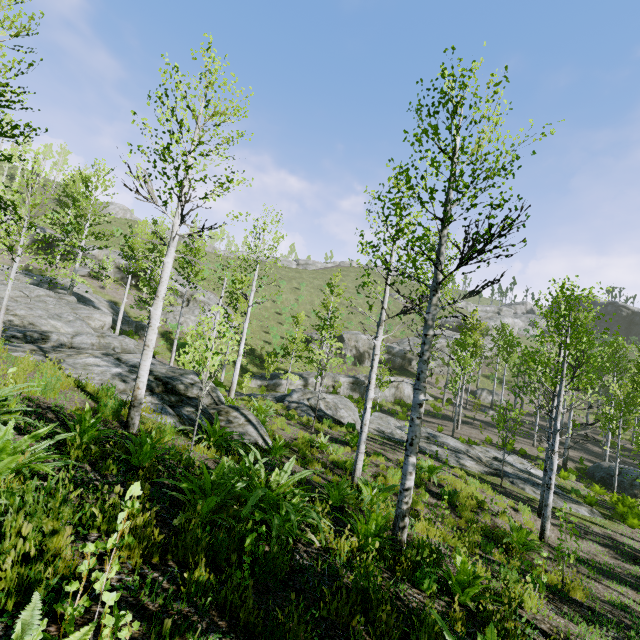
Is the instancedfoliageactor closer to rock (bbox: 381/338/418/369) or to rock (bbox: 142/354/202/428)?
rock (bbox: 142/354/202/428)

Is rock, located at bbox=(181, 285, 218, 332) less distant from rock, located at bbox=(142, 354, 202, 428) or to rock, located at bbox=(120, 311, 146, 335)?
rock, located at bbox=(120, 311, 146, 335)

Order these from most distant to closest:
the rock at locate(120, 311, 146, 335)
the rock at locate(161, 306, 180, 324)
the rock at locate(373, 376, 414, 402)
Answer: the rock at locate(161, 306, 180, 324), the rock at locate(373, 376, 414, 402), the rock at locate(120, 311, 146, 335)

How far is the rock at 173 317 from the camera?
33.6 meters

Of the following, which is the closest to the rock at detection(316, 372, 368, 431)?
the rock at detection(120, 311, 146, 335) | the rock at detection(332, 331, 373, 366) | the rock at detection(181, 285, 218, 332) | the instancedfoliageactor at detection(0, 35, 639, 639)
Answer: the instancedfoliageactor at detection(0, 35, 639, 639)

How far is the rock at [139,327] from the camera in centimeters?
2738cm

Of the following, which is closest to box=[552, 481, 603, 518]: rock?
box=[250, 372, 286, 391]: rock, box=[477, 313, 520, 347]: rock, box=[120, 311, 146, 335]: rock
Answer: box=[250, 372, 286, 391]: rock

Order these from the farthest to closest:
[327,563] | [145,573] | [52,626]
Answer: [327,563] → [145,573] → [52,626]
